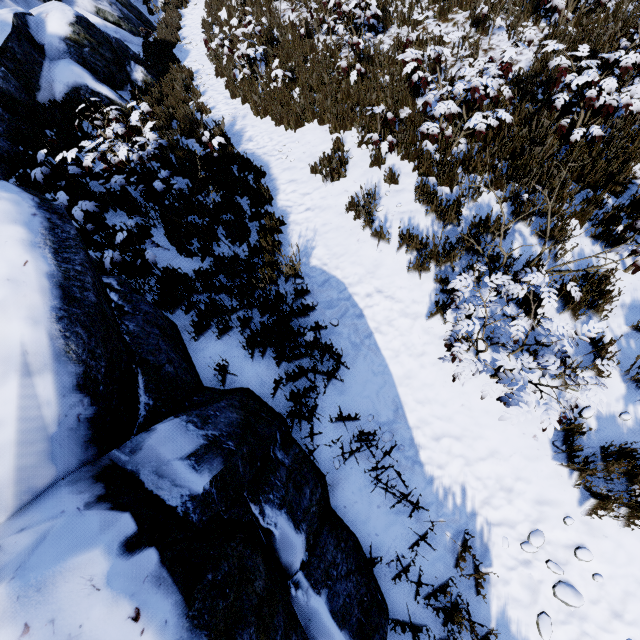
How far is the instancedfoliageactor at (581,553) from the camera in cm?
299

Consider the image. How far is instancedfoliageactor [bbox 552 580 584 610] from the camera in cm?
292

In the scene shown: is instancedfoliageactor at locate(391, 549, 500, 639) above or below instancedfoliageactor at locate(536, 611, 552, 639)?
above

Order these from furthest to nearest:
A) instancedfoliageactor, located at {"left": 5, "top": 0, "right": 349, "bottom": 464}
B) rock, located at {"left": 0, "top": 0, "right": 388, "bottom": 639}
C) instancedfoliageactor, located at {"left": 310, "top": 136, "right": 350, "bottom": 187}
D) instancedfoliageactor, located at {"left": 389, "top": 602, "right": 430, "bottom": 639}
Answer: instancedfoliageactor, located at {"left": 310, "top": 136, "right": 350, "bottom": 187}, instancedfoliageactor, located at {"left": 5, "top": 0, "right": 349, "bottom": 464}, instancedfoliageactor, located at {"left": 389, "top": 602, "right": 430, "bottom": 639}, rock, located at {"left": 0, "top": 0, "right": 388, "bottom": 639}

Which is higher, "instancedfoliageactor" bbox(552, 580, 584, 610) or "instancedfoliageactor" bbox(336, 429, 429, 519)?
"instancedfoliageactor" bbox(336, 429, 429, 519)

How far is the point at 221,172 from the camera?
6.6 meters

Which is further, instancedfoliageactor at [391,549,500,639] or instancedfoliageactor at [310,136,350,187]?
instancedfoliageactor at [310,136,350,187]

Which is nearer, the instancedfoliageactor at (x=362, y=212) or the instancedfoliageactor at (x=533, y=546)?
the instancedfoliageactor at (x=533, y=546)
